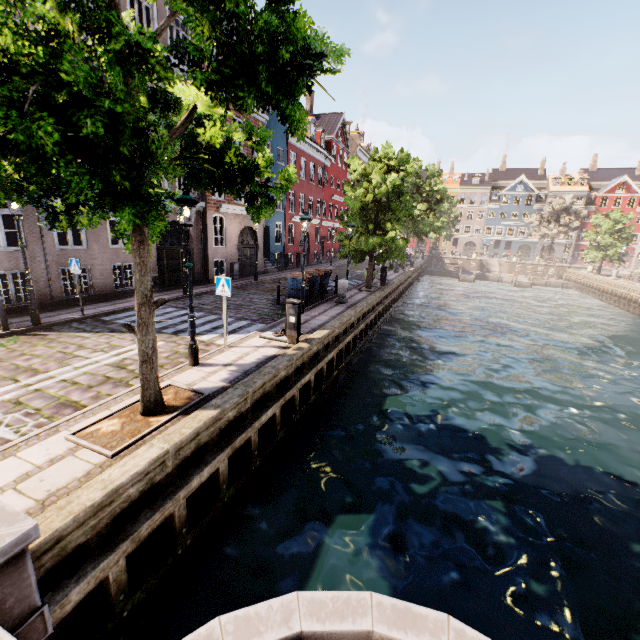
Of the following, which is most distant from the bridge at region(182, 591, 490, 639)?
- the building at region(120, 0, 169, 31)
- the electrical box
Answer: the building at region(120, 0, 169, 31)

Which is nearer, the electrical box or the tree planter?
the tree planter

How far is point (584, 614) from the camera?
5.1m

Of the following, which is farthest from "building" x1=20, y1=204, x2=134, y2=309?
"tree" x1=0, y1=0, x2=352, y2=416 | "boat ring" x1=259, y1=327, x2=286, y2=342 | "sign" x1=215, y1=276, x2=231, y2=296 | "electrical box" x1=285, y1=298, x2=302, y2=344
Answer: "electrical box" x1=285, y1=298, x2=302, y2=344

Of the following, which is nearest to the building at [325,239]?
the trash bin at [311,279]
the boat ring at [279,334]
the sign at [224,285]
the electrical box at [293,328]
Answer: the trash bin at [311,279]

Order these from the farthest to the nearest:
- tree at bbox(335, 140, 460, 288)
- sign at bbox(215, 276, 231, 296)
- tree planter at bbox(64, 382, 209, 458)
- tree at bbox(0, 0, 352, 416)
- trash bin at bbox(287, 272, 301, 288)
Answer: tree at bbox(335, 140, 460, 288)
trash bin at bbox(287, 272, 301, 288)
sign at bbox(215, 276, 231, 296)
tree planter at bbox(64, 382, 209, 458)
tree at bbox(0, 0, 352, 416)

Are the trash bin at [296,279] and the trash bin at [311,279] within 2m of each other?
yes

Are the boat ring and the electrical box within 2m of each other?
yes
